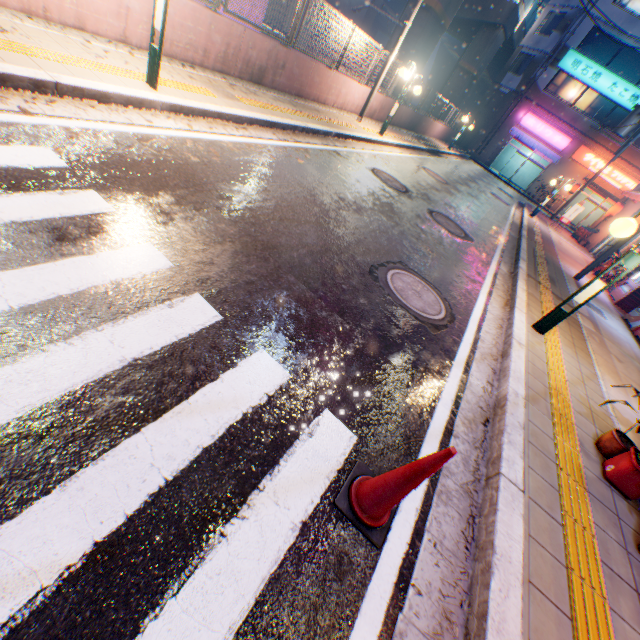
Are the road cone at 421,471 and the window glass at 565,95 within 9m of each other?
no

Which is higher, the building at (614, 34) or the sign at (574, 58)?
the building at (614, 34)

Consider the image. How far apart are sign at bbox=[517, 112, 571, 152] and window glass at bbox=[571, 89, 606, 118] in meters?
1.6

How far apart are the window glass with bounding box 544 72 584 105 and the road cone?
38.31m

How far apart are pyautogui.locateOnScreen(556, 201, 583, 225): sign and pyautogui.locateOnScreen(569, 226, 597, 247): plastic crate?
1.3m

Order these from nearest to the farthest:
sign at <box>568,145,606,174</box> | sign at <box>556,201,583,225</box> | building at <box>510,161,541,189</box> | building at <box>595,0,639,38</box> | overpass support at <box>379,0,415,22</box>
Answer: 1. overpass support at <box>379,0,415,22</box>
2. sign at <box>556,201,583,225</box>
3. building at <box>595,0,639,38</box>
4. sign at <box>568,145,606,174</box>
5. building at <box>510,161,541,189</box>

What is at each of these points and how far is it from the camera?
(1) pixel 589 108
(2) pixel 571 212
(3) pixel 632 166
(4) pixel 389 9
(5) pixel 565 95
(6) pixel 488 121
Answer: (1) window glass, 27.14m
(2) sign, 19.23m
(3) building, 26.70m
(4) overpass support, 45.50m
(5) window glass, 27.58m
(6) building, 30.66m

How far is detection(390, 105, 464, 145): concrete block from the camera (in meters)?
16.83
